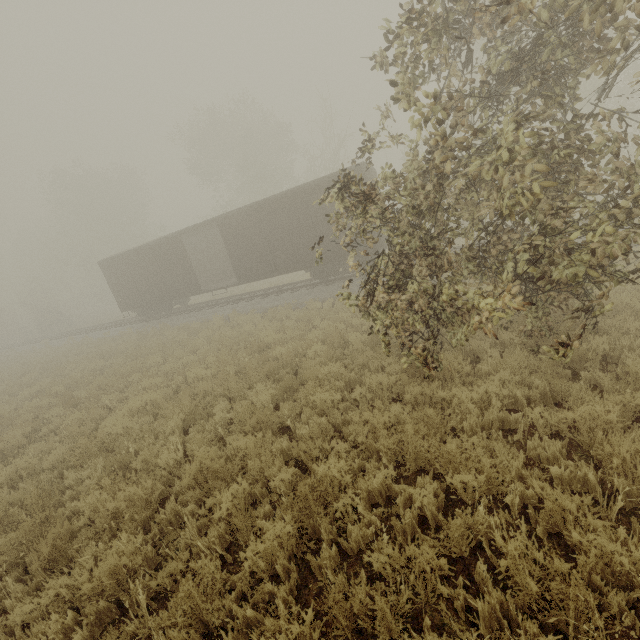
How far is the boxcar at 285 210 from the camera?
14.85m

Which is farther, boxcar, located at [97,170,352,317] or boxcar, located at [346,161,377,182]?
boxcar, located at [97,170,352,317]

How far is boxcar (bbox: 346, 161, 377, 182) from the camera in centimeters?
1333cm

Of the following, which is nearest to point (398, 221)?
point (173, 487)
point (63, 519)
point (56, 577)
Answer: point (173, 487)

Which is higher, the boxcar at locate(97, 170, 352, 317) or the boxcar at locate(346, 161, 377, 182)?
the boxcar at locate(346, 161, 377, 182)
